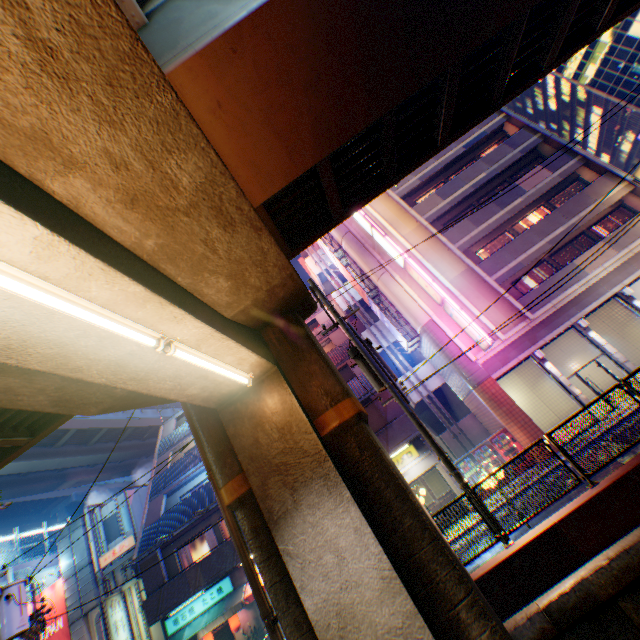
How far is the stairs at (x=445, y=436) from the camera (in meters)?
21.09

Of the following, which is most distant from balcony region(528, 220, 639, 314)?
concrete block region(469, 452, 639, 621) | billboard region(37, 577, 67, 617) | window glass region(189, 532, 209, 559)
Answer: billboard region(37, 577, 67, 617)

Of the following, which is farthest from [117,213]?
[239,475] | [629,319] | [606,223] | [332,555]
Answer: [629,319]

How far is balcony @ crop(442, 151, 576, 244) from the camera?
20.9m

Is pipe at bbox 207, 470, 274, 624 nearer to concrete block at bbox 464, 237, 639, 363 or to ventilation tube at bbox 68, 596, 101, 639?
concrete block at bbox 464, 237, 639, 363

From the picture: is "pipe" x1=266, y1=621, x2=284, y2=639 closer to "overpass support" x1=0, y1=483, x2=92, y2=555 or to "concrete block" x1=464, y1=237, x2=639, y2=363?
"overpass support" x1=0, y1=483, x2=92, y2=555

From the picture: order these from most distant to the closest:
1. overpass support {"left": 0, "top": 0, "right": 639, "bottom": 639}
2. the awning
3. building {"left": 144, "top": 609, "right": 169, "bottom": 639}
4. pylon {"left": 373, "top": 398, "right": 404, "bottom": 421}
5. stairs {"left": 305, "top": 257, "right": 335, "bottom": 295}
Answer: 1. stairs {"left": 305, "top": 257, "right": 335, "bottom": 295}
2. building {"left": 144, "top": 609, "right": 169, "bottom": 639}
3. pylon {"left": 373, "top": 398, "right": 404, "bottom": 421}
4. the awning
5. overpass support {"left": 0, "top": 0, "right": 639, "bottom": 639}

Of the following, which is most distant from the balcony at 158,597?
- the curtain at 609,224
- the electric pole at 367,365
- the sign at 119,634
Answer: the curtain at 609,224
